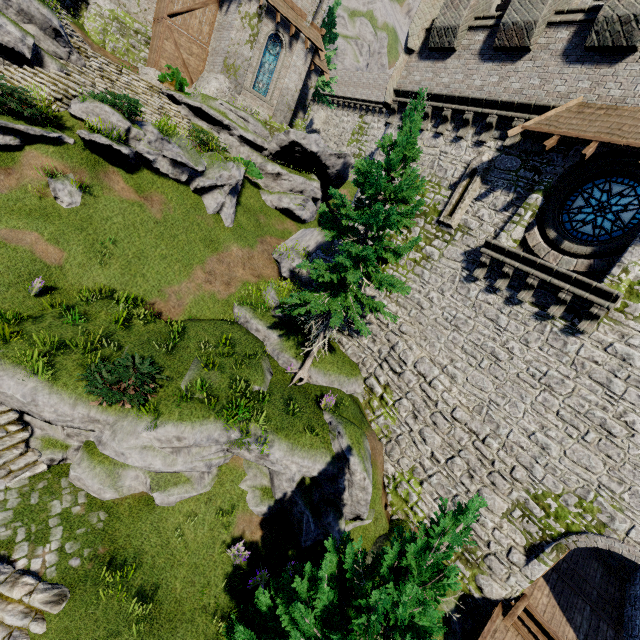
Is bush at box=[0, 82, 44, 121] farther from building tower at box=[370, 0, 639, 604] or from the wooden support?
the wooden support

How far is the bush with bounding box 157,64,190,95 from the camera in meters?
20.6

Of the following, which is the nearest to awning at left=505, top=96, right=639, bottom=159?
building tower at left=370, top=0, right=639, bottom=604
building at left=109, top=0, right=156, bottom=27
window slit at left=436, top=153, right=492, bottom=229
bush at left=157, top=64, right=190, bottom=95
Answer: building tower at left=370, top=0, right=639, bottom=604

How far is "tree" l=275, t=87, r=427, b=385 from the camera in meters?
10.1

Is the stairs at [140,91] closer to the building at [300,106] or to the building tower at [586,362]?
the building at [300,106]

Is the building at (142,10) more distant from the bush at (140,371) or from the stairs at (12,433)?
the bush at (140,371)

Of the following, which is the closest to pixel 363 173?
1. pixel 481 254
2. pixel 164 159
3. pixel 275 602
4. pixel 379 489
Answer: pixel 481 254

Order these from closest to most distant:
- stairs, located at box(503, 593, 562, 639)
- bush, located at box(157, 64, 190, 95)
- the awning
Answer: the awning < stairs, located at box(503, 593, 562, 639) < bush, located at box(157, 64, 190, 95)
